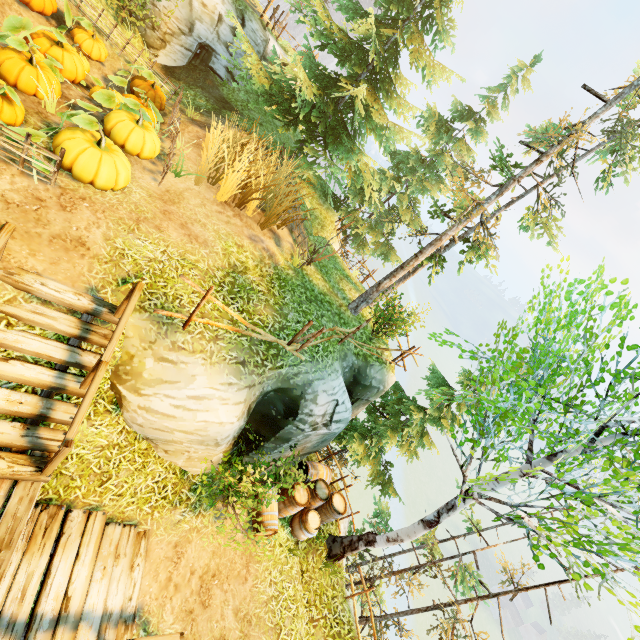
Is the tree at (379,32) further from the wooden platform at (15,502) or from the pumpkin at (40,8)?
the wooden platform at (15,502)

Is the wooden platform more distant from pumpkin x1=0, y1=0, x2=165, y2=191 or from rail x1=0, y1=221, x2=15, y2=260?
pumpkin x1=0, y1=0, x2=165, y2=191

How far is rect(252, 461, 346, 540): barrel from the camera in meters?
8.2

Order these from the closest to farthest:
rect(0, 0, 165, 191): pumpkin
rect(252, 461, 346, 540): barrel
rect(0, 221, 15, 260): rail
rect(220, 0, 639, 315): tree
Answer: rect(0, 221, 15, 260): rail
rect(0, 0, 165, 191): pumpkin
rect(252, 461, 346, 540): barrel
rect(220, 0, 639, 315): tree

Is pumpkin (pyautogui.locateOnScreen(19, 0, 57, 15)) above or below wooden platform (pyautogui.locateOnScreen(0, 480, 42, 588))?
above

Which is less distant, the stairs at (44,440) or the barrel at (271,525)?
the stairs at (44,440)

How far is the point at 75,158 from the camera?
5.9m

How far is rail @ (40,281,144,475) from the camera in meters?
4.1 m
